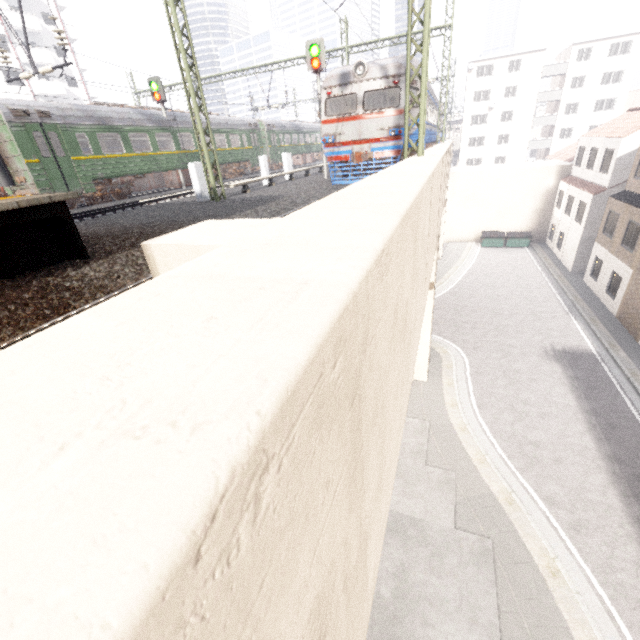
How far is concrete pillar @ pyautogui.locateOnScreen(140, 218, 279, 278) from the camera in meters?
3.8 m

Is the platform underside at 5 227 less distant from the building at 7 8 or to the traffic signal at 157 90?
the traffic signal at 157 90

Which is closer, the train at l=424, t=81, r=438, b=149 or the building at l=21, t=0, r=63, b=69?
the train at l=424, t=81, r=438, b=149

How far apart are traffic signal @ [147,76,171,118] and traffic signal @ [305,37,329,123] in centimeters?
896cm

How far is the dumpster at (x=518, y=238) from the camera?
31.6m

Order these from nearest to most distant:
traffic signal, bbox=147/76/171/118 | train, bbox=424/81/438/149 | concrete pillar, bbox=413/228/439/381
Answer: concrete pillar, bbox=413/228/439/381, train, bbox=424/81/438/149, traffic signal, bbox=147/76/171/118

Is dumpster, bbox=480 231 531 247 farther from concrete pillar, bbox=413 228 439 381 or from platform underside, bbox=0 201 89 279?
platform underside, bbox=0 201 89 279

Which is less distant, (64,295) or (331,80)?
(64,295)
